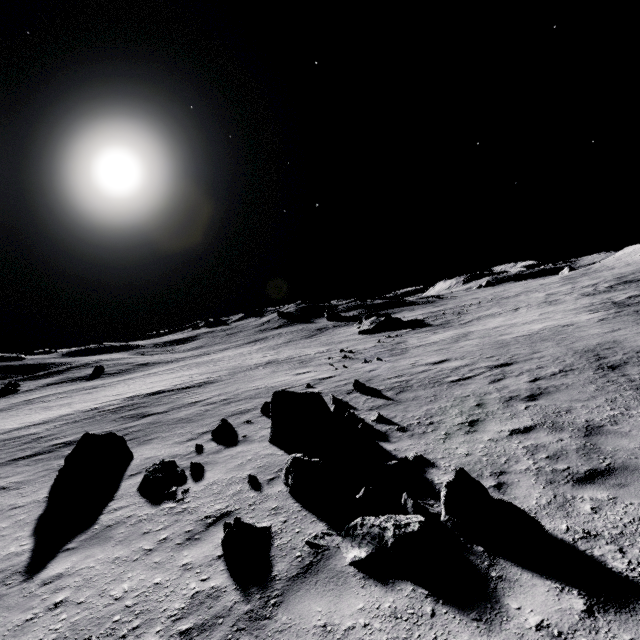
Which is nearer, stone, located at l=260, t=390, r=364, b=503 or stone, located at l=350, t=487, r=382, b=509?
stone, located at l=350, t=487, r=382, b=509

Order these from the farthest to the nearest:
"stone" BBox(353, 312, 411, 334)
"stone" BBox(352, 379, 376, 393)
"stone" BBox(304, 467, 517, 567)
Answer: "stone" BBox(353, 312, 411, 334), "stone" BBox(352, 379, 376, 393), "stone" BBox(304, 467, 517, 567)

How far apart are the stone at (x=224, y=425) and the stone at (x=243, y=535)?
5.3m

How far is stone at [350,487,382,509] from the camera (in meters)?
4.93

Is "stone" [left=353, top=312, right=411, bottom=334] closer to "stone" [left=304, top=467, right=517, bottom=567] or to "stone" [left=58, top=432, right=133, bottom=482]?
"stone" [left=58, top=432, right=133, bottom=482]

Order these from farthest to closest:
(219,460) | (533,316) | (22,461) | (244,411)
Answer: (533,316) < (244,411) < (22,461) < (219,460)

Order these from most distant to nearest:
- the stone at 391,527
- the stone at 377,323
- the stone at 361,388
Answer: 1. the stone at 377,323
2. the stone at 361,388
3. the stone at 391,527

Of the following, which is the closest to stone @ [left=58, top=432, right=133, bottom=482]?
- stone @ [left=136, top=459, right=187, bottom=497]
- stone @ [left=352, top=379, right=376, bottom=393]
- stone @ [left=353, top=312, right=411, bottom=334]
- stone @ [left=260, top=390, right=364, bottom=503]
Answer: stone @ [left=136, top=459, right=187, bottom=497]
